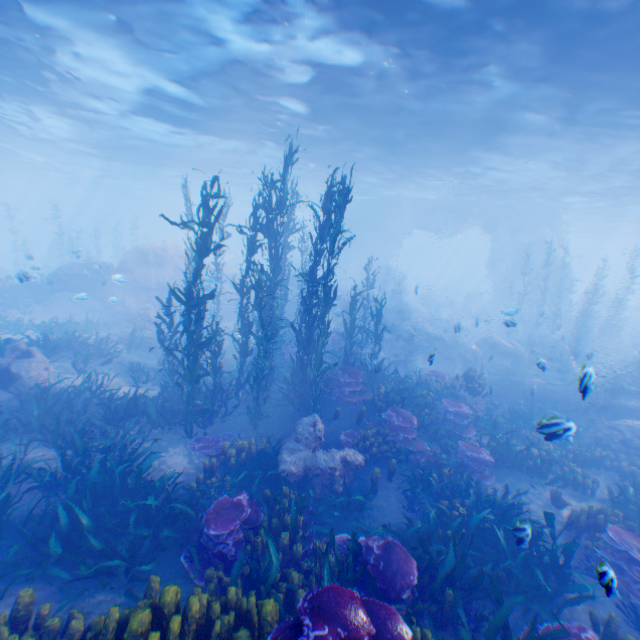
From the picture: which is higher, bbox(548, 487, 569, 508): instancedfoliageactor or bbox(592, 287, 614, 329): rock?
bbox(592, 287, 614, 329): rock

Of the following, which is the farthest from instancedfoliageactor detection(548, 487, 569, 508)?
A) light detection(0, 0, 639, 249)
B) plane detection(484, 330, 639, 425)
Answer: light detection(0, 0, 639, 249)

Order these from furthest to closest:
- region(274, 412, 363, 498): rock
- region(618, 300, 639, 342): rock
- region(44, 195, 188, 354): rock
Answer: region(618, 300, 639, 342): rock, region(44, 195, 188, 354): rock, region(274, 412, 363, 498): rock

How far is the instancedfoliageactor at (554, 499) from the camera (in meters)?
8.31

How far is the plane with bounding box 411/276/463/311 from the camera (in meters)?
46.34

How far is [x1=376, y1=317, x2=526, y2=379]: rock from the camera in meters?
18.5 m

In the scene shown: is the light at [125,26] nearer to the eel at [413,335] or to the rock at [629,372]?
the rock at [629,372]

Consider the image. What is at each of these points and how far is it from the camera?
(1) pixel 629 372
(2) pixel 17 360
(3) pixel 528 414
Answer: (1) rock, 14.4 meters
(2) rock, 9.8 meters
(3) instancedfoliageactor, 11.8 meters
